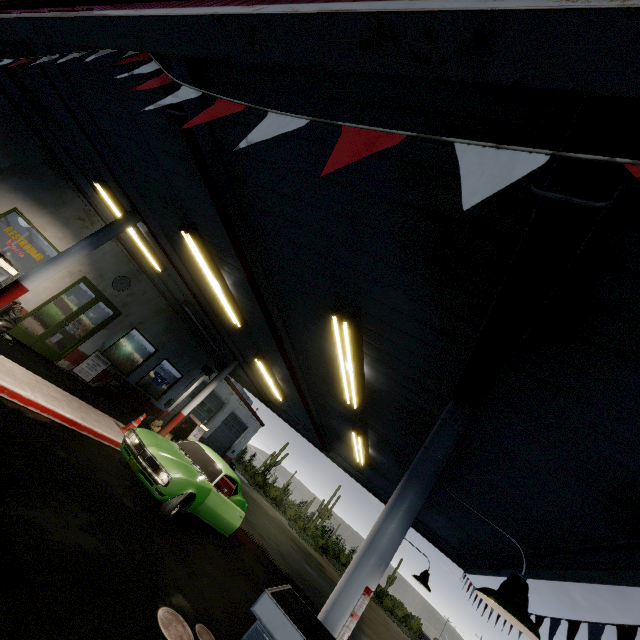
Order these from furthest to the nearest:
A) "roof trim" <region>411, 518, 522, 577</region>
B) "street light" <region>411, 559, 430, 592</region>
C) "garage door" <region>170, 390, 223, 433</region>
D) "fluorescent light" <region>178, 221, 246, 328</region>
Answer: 1. "garage door" <region>170, 390, 223, 433</region>
2. "street light" <region>411, 559, 430, 592</region>
3. "roof trim" <region>411, 518, 522, 577</region>
4. "fluorescent light" <region>178, 221, 246, 328</region>

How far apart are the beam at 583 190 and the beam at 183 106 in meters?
3.3 m

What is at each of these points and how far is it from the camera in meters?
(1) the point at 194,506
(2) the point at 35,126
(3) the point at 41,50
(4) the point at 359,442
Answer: (1) car, 7.7
(2) roof trim, 7.7
(3) beam, 4.8
(4) fluorescent light, 8.1

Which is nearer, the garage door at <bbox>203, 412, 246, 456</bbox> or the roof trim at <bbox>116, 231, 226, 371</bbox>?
the roof trim at <bbox>116, 231, 226, 371</bbox>

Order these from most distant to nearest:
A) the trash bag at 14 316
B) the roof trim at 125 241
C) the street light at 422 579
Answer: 1. the roof trim at 125 241
2. the trash bag at 14 316
3. the street light at 422 579

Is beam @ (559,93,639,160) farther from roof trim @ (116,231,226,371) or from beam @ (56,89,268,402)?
beam @ (56,89,268,402)

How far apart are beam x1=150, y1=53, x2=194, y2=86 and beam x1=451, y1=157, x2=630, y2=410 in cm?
326

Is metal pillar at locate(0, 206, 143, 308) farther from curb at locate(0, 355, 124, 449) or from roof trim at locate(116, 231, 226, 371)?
roof trim at locate(116, 231, 226, 371)
